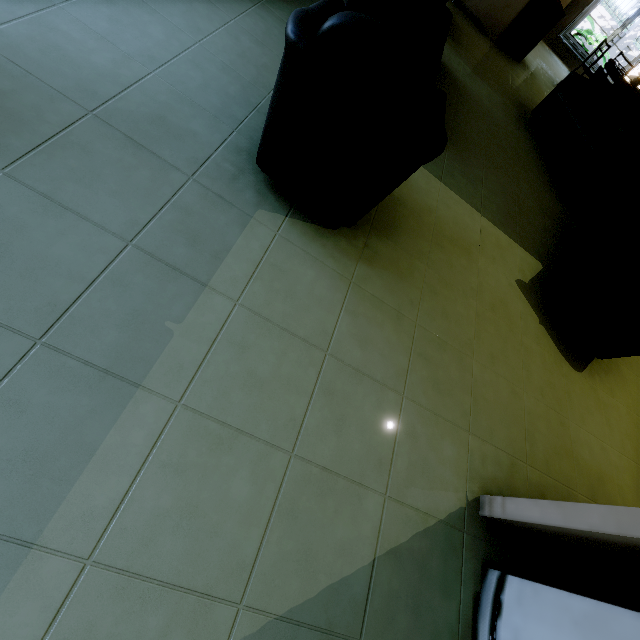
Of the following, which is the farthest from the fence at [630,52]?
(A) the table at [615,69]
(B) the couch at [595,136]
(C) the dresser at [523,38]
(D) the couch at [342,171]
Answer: (D) the couch at [342,171]

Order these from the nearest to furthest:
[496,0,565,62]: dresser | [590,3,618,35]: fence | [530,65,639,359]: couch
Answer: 1. [530,65,639,359]: couch
2. [496,0,565,62]: dresser
3. [590,3,618,35]: fence

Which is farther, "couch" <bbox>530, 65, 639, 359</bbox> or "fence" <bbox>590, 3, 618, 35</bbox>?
"fence" <bbox>590, 3, 618, 35</bbox>

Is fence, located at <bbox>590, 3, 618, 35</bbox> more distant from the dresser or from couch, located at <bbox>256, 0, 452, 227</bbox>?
couch, located at <bbox>256, 0, 452, 227</bbox>

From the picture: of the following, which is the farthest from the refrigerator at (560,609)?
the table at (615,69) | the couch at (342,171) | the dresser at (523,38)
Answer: the table at (615,69)

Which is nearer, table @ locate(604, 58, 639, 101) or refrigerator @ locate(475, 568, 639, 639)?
refrigerator @ locate(475, 568, 639, 639)

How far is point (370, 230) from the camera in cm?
212
